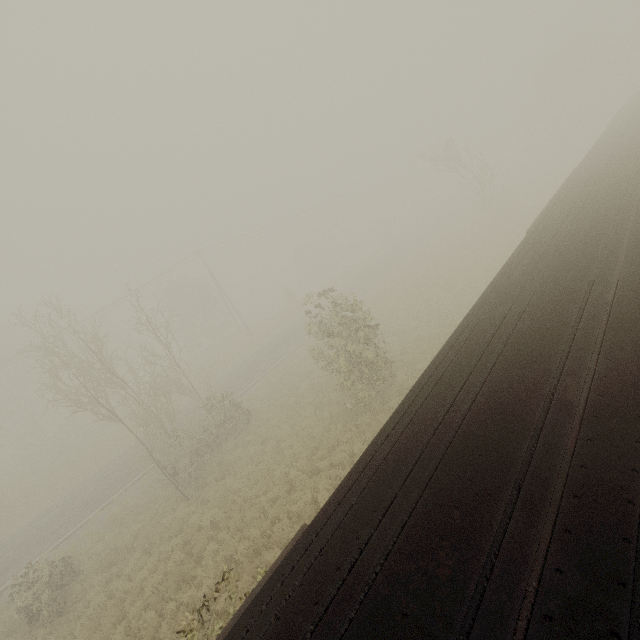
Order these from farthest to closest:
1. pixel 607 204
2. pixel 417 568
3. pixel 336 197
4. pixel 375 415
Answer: pixel 336 197 < pixel 375 415 < pixel 607 204 < pixel 417 568
